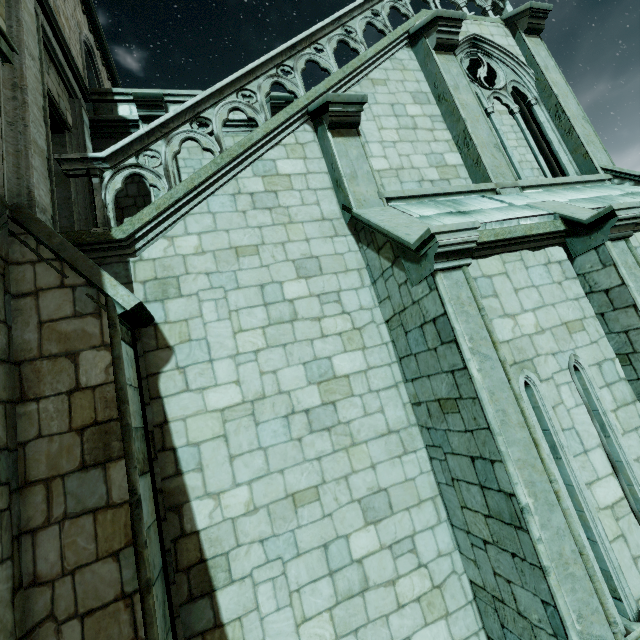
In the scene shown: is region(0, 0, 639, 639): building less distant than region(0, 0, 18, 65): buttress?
Yes

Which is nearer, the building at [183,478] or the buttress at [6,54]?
the building at [183,478]

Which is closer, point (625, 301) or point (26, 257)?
point (26, 257)
